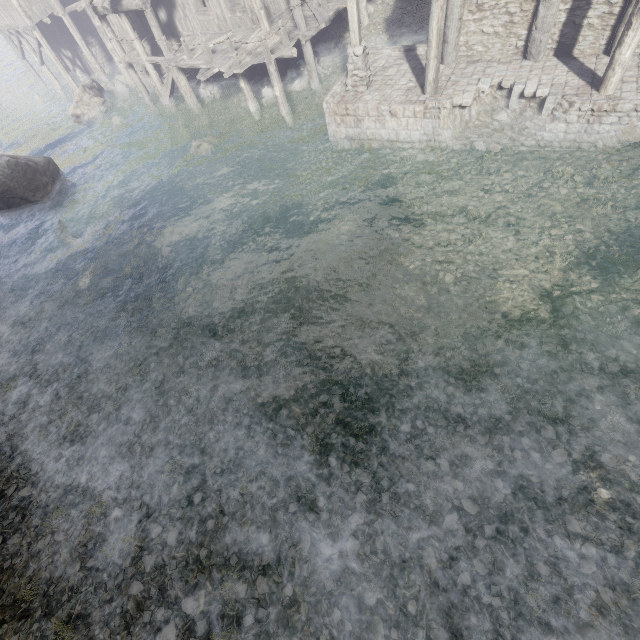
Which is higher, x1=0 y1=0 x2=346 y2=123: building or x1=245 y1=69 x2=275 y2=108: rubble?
x1=0 y1=0 x2=346 y2=123: building

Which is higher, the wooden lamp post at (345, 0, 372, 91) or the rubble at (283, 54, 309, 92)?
the wooden lamp post at (345, 0, 372, 91)

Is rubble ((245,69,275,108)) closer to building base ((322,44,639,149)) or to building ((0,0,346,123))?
building ((0,0,346,123))

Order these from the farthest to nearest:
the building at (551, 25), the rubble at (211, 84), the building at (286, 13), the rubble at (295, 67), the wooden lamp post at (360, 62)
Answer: the rubble at (211, 84) < the rubble at (295, 67) < the building at (286, 13) < the wooden lamp post at (360, 62) < the building at (551, 25)

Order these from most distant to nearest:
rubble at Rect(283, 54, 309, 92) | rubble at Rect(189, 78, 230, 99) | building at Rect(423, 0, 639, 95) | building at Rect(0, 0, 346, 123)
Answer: rubble at Rect(189, 78, 230, 99) → rubble at Rect(283, 54, 309, 92) → building at Rect(0, 0, 346, 123) → building at Rect(423, 0, 639, 95)

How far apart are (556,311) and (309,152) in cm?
1064

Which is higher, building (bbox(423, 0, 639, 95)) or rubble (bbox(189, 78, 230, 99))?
building (bbox(423, 0, 639, 95))

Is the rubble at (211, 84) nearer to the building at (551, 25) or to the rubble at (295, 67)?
the rubble at (295, 67)
